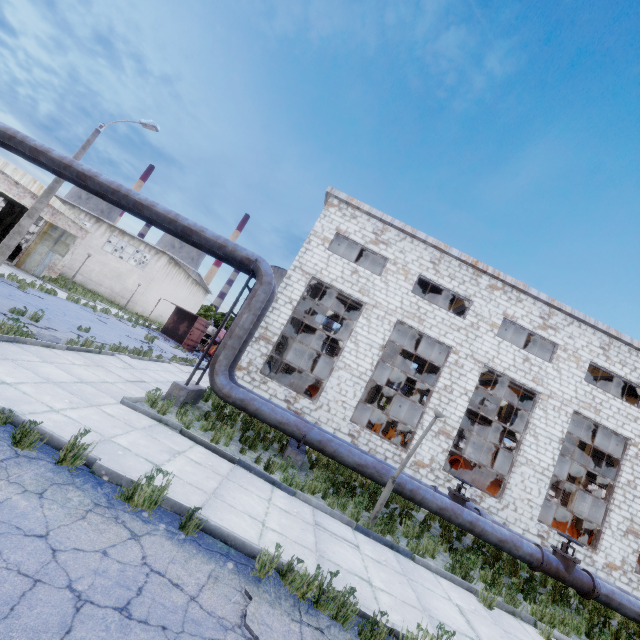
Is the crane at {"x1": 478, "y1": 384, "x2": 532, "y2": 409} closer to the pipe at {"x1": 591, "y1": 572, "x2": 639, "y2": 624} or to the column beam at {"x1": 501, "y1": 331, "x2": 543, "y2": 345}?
the column beam at {"x1": 501, "y1": 331, "x2": 543, "y2": 345}

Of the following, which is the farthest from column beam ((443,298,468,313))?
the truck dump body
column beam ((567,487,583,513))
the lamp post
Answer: column beam ((567,487,583,513))

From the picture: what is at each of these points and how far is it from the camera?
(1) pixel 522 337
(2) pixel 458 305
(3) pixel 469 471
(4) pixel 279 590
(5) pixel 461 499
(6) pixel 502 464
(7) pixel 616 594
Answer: (1) column beam, 19.4 meters
(2) column beam, 19.2 meters
(3) cable machine, 16.7 meters
(4) asphalt debris, 3.8 meters
(5) pipe valve, 10.4 meters
(6) wire spool, 20.0 meters
(7) pipe, 9.3 meters

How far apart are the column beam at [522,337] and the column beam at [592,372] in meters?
4.0

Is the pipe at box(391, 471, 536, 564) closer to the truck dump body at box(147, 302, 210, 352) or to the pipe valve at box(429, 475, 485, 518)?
the pipe valve at box(429, 475, 485, 518)

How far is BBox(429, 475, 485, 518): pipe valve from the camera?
10.4 meters

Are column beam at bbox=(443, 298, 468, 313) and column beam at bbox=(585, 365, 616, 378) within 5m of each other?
no

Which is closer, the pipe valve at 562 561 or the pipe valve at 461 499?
the pipe valve at 562 561
